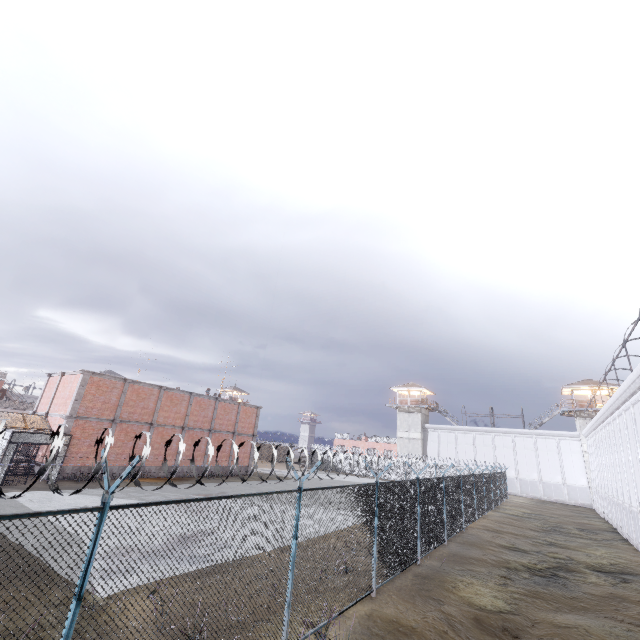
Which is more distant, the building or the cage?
the building

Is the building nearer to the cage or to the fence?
the fence

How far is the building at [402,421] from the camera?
50.6m

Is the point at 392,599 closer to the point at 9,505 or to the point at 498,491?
the point at 9,505

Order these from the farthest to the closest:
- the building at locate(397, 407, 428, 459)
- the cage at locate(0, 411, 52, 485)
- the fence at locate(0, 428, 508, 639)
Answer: the building at locate(397, 407, 428, 459) < the cage at locate(0, 411, 52, 485) < the fence at locate(0, 428, 508, 639)

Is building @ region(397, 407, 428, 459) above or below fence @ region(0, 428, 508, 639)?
above

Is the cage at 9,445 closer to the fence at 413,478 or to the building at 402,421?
the fence at 413,478

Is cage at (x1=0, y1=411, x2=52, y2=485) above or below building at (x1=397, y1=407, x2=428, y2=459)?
below
